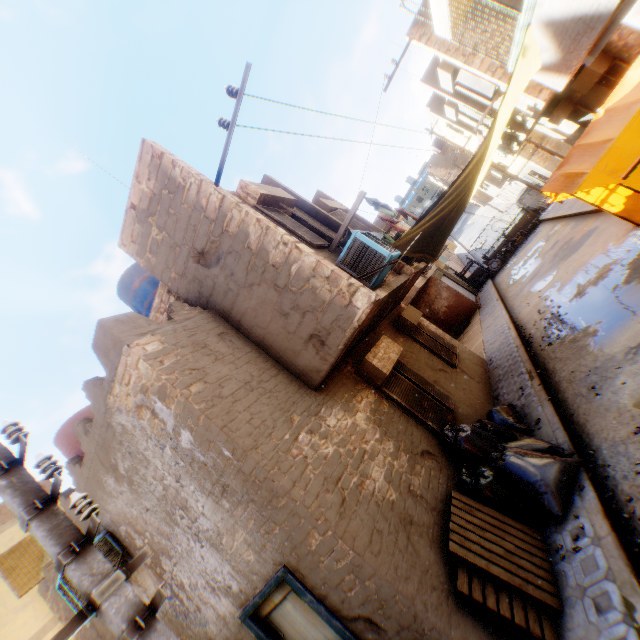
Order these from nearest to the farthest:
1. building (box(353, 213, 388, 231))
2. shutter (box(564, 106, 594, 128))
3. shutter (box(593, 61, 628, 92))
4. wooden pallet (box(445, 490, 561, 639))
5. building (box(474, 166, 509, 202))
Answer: wooden pallet (box(445, 490, 561, 639)) → shutter (box(593, 61, 628, 92)) → building (box(353, 213, 388, 231)) → shutter (box(564, 106, 594, 128)) → building (box(474, 166, 509, 202))

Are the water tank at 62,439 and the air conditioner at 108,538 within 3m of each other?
yes

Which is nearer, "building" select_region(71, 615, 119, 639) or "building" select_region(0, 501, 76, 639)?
"building" select_region(71, 615, 119, 639)

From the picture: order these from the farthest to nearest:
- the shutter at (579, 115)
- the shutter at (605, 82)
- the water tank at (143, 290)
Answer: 1. the shutter at (579, 115)
2. the shutter at (605, 82)
3. the water tank at (143, 290)

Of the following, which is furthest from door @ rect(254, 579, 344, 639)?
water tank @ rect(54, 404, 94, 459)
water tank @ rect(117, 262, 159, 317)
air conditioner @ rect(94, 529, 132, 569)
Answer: water tank @ rect(117, 262, 159, 317)

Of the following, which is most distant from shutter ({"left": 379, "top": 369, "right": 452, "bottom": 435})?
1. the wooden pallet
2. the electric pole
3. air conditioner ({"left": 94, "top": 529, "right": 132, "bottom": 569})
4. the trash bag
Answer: air conditioner ({"left": 94, "top": 529, "right": 132, "bottom": 569})

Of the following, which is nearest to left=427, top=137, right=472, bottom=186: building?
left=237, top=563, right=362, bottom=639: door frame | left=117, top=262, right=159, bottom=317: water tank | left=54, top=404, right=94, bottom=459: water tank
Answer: left=237, top=563, right=362, bottom=639: door frame

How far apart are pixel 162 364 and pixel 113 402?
1.17m
